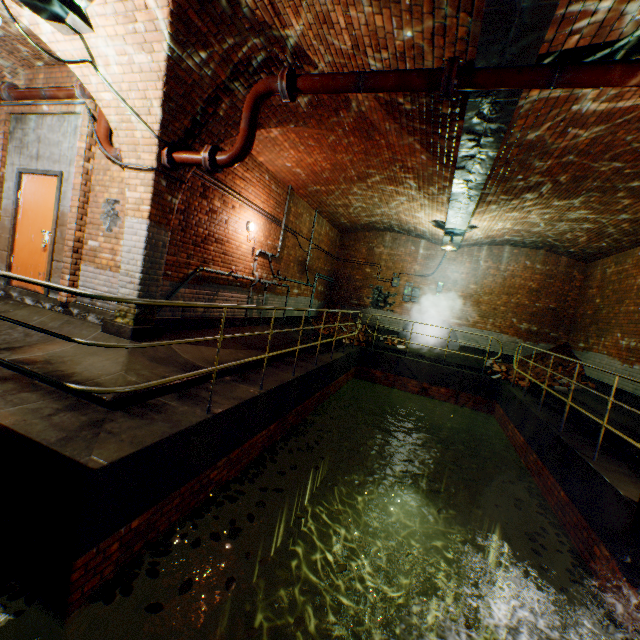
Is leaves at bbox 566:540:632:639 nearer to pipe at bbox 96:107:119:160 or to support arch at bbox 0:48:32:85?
pipe at bbox 96:107:119:160

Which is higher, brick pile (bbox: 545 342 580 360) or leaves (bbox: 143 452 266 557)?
brick pile (bbox: 545 342 580 360)

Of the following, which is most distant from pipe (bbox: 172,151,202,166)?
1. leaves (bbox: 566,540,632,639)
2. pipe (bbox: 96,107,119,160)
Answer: leaves (bbox: 566,540,632,639)

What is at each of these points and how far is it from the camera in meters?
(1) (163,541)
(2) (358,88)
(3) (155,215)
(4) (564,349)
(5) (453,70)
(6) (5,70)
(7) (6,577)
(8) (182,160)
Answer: (1) leaves, 3.4
(2) pipe, 3.8
(3) support arch, 4.9
(4) brick pile, 11.3
(5) pipe end, 3.4
(6) support arch, 5.9
(7) leaves, 2.7
(8) pipe, 4.7

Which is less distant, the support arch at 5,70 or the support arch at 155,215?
the support arch at 155,215

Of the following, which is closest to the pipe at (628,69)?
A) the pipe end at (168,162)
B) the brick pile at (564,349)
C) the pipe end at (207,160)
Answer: the pipe end at (207,160)

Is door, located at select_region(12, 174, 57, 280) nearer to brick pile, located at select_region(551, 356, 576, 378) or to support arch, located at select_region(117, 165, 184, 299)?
support arch, located at select_region(117, 165, 184, 299)

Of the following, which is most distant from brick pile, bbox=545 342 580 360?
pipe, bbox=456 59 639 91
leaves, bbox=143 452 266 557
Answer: pipe, bbox=456 59 639 91
